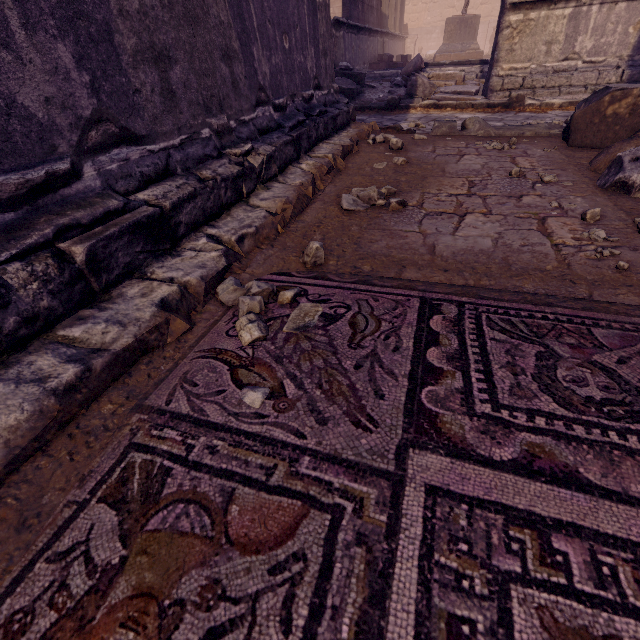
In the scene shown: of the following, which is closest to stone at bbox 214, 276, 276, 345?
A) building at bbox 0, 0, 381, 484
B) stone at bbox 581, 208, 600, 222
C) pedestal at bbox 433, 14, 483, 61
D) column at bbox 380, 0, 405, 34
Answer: building at bbox 0, 0, 381, 484

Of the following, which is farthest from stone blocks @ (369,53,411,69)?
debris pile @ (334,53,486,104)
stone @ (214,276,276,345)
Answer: stone @ (214,276,276,345)

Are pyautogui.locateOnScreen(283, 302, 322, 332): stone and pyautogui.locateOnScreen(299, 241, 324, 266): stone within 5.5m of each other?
yes

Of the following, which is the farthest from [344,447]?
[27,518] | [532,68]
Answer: [532,68]

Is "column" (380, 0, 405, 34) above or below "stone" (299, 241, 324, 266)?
above

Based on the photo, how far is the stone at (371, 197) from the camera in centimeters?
225cm

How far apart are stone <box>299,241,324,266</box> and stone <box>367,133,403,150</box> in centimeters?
262cm

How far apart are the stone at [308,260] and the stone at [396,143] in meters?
2.6
